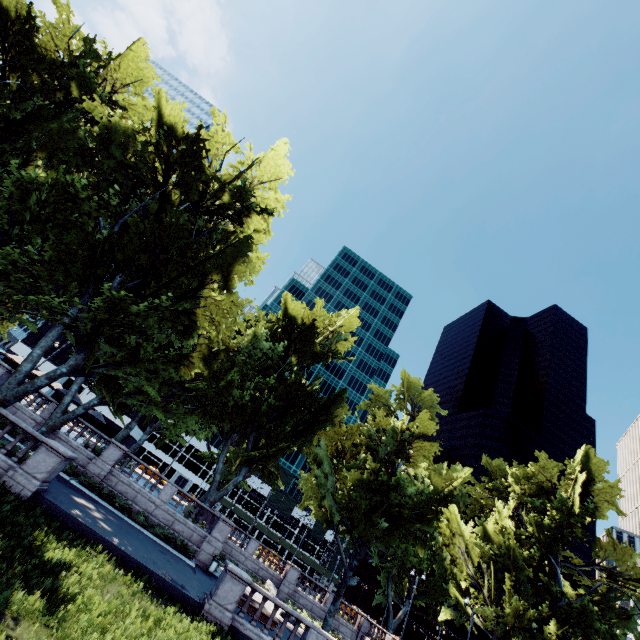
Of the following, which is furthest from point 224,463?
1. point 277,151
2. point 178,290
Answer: point 277,151
